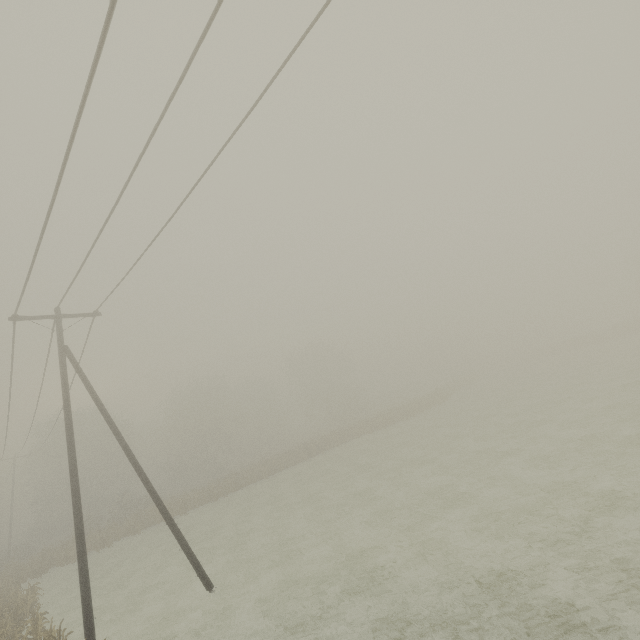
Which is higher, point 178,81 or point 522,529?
point 178,81
